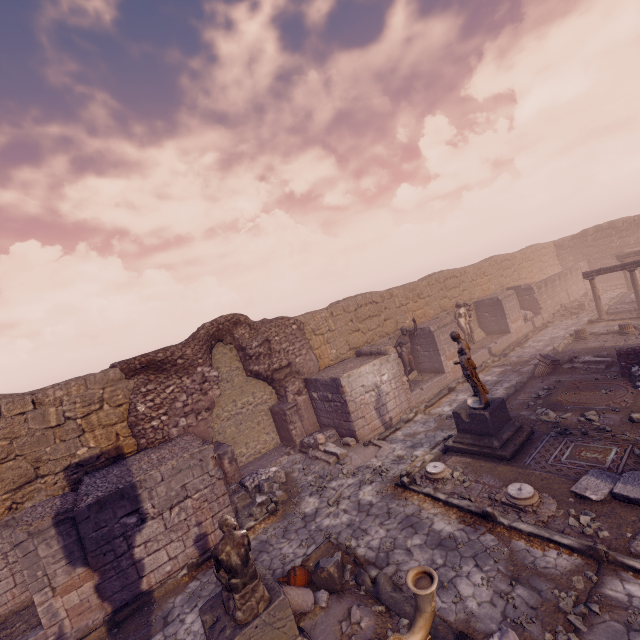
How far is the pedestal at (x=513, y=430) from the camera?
8.3m

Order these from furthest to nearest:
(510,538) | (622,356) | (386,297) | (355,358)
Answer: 1. (386,297)
2. (355,358)
3. (622,356)
4. (510,538)

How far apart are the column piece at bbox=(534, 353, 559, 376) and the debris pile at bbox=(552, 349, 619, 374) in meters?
0.0

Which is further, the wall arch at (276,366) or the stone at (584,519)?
the wall arch at (276,366)

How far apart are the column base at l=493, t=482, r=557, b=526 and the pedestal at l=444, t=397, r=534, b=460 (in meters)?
1.01

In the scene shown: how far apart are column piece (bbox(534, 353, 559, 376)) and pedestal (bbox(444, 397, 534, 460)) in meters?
4.5

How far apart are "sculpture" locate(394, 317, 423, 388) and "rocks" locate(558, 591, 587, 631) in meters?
9.7

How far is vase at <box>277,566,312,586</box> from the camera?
6.0m
